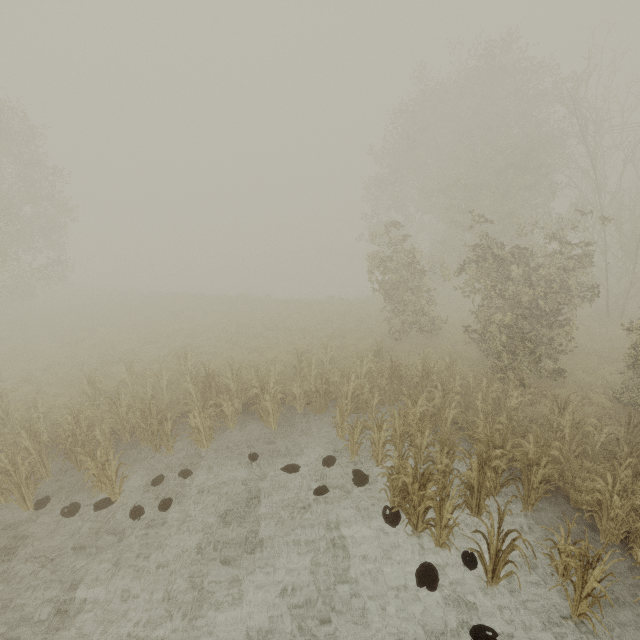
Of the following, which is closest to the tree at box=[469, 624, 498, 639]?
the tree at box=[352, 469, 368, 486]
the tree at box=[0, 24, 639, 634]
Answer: the tree at box=[352, 469, 368, 486]

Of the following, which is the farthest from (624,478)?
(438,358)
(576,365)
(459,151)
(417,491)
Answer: (459,151)

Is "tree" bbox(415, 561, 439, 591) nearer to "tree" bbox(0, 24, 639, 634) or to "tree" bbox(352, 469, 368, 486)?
"tree" bbox(352, 469, 368, 486)

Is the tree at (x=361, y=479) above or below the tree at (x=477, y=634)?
above

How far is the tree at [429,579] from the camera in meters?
5.7 m

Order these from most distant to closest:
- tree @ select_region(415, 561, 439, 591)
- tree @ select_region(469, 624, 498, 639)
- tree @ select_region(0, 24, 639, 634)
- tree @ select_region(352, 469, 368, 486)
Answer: tree @ select_region(352, 469, 368, 486) → tree @ select_region(0, 24, 639, 634) → tree @ select_region(415, 561, 439, 591) → tree @ select_region(469, 624, 498, 639)

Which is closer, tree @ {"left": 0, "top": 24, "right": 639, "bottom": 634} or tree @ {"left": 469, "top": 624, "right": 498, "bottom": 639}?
tree @ {"left": 469, "top": 624, "right": 498, "bottom": 639}
